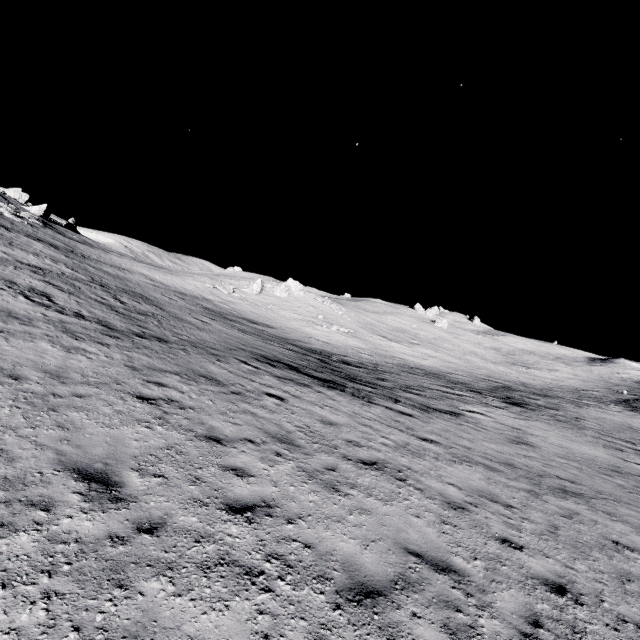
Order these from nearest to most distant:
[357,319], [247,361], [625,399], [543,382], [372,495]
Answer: [372,495], [247,361], [625,399], [543,382], [357,319]

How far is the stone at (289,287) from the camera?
46.97m

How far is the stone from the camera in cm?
4697
